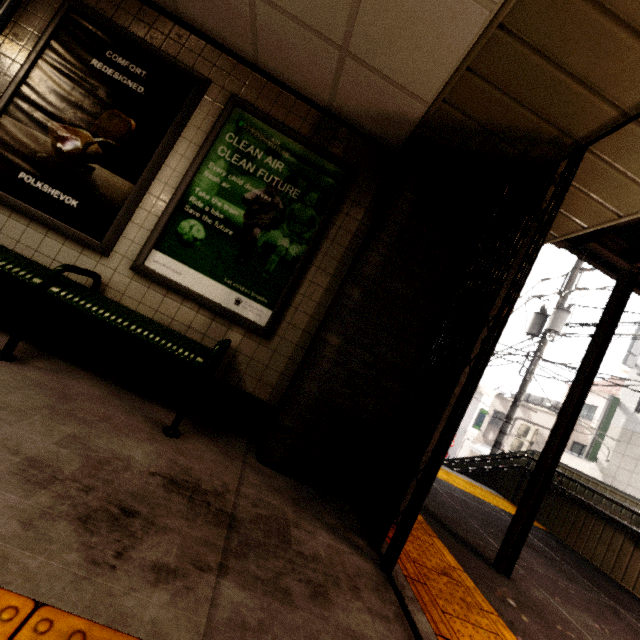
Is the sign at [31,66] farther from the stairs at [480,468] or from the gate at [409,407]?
the stairs at [480,468]

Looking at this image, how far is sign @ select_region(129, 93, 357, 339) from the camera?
2.8 meters

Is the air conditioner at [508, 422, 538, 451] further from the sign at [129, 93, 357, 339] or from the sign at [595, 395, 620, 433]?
the sign at [129, 93, 357, 339]

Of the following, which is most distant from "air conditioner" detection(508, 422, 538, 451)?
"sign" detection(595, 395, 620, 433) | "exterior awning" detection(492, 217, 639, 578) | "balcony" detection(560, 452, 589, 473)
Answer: "exterior awning" detection(492, 217, 639, 578)

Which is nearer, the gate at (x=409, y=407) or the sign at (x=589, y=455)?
the gate at (x=409, y=407)

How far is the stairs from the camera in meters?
6.7

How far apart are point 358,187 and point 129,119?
2.1 meters

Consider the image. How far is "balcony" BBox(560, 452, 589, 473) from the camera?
14.4m
